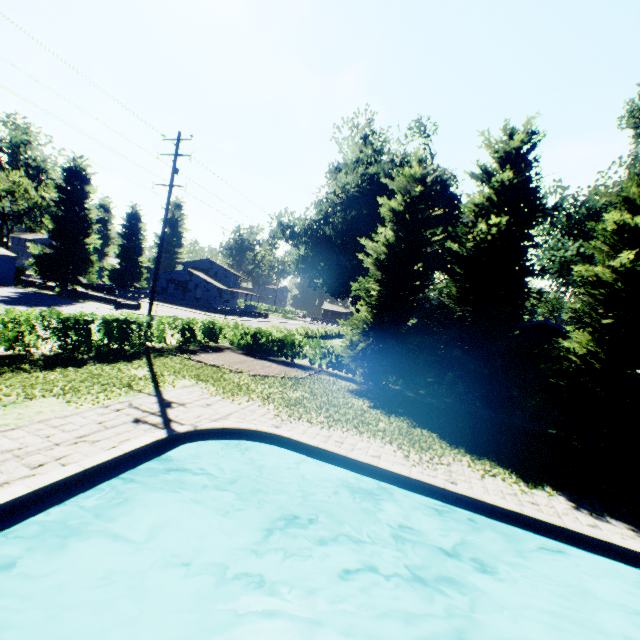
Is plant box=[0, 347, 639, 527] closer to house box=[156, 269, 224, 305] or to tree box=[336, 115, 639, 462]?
house box=[156, 269, 224, 305]

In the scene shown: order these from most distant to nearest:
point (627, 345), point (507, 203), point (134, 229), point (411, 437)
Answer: point (134, 229)
point (507, 203)
point (627, 345)
point (411, 437)

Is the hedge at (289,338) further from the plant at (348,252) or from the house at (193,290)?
the house at (193,290)

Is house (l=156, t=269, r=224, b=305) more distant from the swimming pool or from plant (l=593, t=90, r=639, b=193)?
the swimming pool

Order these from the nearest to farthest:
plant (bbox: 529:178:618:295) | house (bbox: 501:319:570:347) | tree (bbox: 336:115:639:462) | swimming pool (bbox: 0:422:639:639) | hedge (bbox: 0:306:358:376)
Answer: swimming pool (bbox: 0:422:639:639) < hedge (bbox: 0:306:358:376) < tree (bbox: 336:115:639:462) < house (bbox: 501:319:570:347) < plant (bbox: 529:178:618:295)

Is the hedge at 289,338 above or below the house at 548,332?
below

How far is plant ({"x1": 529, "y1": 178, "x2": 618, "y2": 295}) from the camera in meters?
22.3 m
